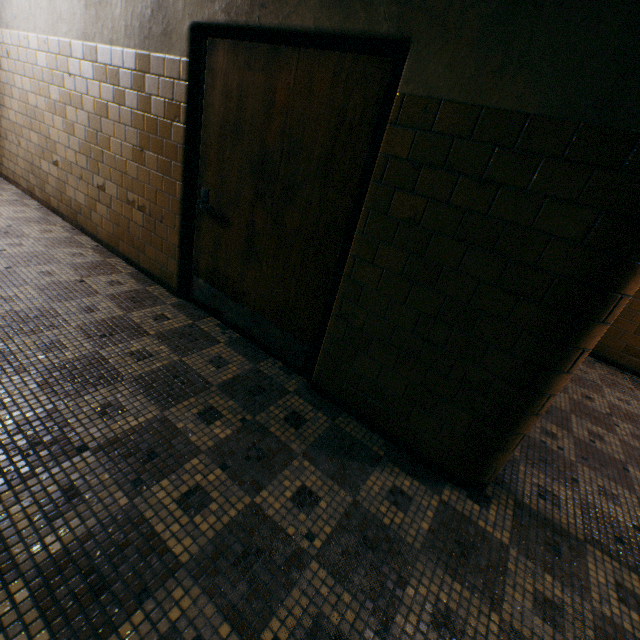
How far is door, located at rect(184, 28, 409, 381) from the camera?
1.87m

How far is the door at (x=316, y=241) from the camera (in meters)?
1.87

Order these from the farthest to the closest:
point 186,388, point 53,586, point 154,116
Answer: point 154,116 < point 186,388 < point 53,586
